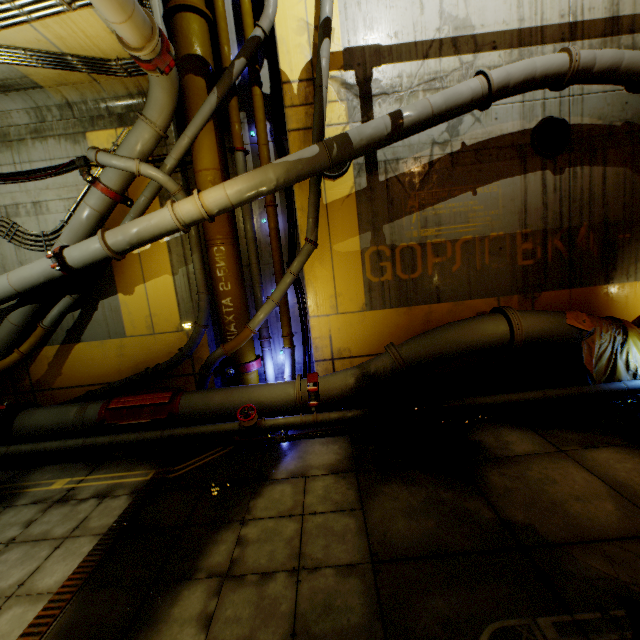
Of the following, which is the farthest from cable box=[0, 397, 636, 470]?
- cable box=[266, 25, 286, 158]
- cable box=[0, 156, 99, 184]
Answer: cable box=[0, 156, 99, 184]

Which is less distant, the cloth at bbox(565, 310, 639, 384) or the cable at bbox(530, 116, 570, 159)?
the cloth at bbox(565, 310, 639, 384)

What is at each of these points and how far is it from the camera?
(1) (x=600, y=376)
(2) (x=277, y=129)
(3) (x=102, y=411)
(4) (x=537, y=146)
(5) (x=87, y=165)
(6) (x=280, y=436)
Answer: (1) cloth, 6.34m
(2) cable, 7.14m
(3) pipe, 6.48m
(4) cable, 6.79m
(5) cable, 6.87m
(6) cable, 5.81m

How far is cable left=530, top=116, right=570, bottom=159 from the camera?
6.7 meters

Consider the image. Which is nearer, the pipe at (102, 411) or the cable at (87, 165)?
the pipe at (102, 411)

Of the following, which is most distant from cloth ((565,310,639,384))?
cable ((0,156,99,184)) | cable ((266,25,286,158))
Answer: cable ((0,156,99,184))

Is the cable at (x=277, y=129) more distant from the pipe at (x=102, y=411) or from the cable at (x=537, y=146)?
the cable at (x=537, y=146)

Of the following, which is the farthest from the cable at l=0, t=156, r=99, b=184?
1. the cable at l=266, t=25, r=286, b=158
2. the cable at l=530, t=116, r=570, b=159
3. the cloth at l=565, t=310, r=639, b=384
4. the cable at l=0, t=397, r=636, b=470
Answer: the cloth at l=565, t=310, r=639, b=384
